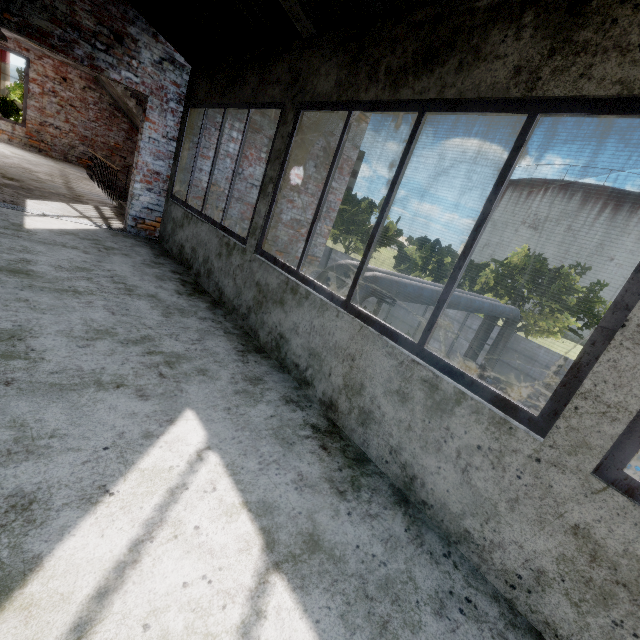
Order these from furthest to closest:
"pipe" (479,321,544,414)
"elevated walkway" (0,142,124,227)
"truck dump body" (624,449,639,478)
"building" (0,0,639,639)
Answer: "pipe" (479,321,544,414) → "truck dump body" (624,449,639,478) → "elevated walkway" (0,142,124,227) → "building" (0,0,639,639)

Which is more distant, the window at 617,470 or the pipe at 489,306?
the pipe at 489,306

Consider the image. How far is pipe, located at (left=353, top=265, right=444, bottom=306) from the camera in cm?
707

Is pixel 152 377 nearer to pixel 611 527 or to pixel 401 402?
pixel 401 402

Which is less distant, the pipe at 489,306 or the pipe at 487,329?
the pipe at 489,306

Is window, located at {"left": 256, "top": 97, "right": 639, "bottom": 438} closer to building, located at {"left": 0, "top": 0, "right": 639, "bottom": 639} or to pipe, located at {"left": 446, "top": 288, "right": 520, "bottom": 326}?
building, located at {"left": 0, "top": 0, "right": 639, "bottom": 639}

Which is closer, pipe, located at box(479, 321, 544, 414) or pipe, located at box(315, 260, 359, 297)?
pipe, located at box(315, 260, 359, 297)
